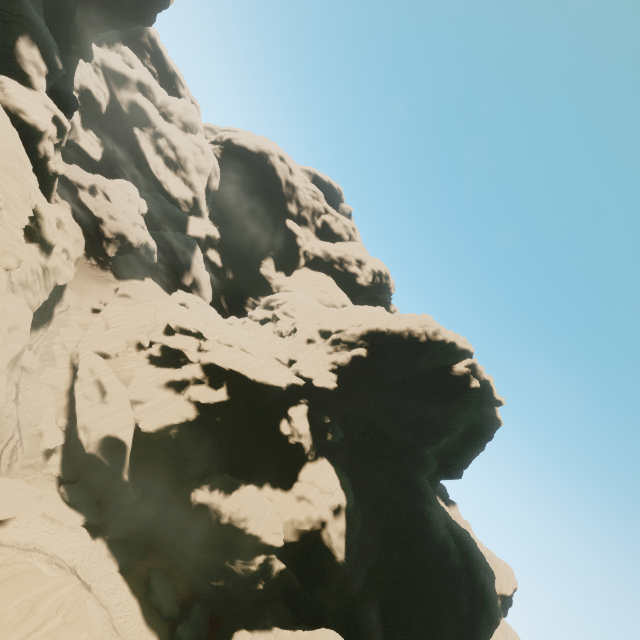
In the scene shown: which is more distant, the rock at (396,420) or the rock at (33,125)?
the rock at (396,420)

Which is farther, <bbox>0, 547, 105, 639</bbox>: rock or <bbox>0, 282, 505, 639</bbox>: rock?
<bbox>0, 282, 505, 639</bbox>: rock

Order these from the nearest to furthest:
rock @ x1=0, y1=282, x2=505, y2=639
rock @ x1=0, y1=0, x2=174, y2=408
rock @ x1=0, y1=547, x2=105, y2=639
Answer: rock @ x1=0, y1=547, x2=105, y2=639
rock @ x1=0, y1=0, x2=174, y2=408
rock @ x1=0, y1=282, x2=505, y2=639

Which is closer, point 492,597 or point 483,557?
point 492,597
